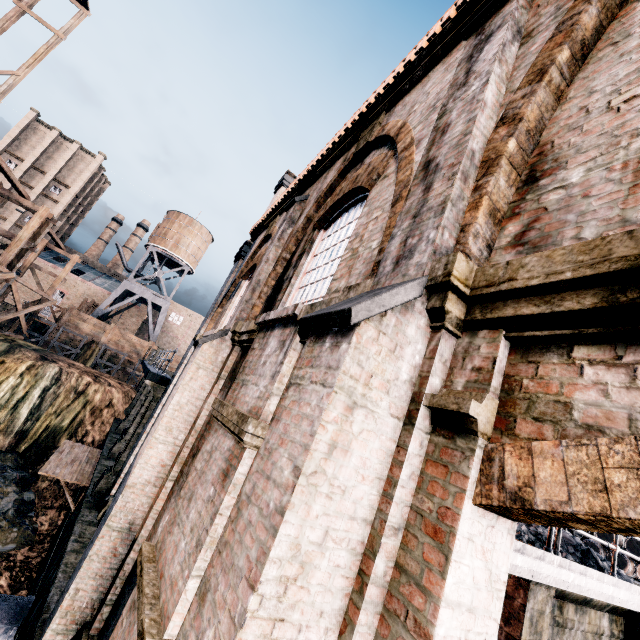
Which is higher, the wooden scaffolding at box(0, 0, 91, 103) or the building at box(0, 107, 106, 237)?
the building at box(0, 107, 106, 237)

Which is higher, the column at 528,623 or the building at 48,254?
the building at 48,254

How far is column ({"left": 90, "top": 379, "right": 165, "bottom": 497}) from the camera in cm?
1216

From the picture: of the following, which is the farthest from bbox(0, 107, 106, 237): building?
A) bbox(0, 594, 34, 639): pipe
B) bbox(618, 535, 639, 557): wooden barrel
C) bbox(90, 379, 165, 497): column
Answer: bbox(618, 535, 639, 557): wooden barrel

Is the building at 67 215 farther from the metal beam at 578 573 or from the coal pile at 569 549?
the metal beam at 578 573

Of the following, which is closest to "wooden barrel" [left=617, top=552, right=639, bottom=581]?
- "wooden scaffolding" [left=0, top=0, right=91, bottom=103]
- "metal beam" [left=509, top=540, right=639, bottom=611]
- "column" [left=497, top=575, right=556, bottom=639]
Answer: "metal beam" [left=509, top=540, right=639, bottom=611]

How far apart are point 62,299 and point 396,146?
63.9m

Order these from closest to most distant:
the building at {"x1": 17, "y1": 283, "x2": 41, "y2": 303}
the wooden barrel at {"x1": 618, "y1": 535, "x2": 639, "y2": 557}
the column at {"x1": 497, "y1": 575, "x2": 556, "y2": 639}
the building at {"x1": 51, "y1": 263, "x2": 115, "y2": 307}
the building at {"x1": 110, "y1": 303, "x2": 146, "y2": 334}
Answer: the column at {"x1": 497, "y1": 575, "x2": 556, "y2": 639} < the wooden barrel at {"x1": 618, "y1": 535, "x2": 639, "y2": 557} < the building at {"x1": 17, "y1": 283, "x2": 41, "y2": 303} < the building at {"x1": 51, "y1": 263, "x2": 115, "y2": 307} < the building at {"x1": 110, "y1": 303, "x2": 146, "y2": 334}
